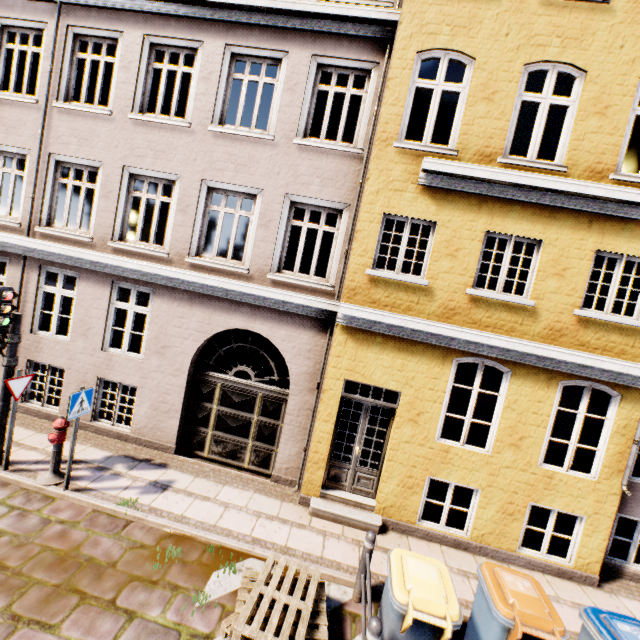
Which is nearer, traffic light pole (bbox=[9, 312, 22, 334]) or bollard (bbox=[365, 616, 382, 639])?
bollard (bbox=[365, 616, 382, 639])

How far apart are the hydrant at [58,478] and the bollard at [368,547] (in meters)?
5.64

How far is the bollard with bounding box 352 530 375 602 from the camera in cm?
494

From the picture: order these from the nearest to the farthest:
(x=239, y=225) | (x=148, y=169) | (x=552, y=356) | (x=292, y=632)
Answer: (x=292, y=632) < (x=552, y=356) < (x=148, y=169) < (x=239, y=225)

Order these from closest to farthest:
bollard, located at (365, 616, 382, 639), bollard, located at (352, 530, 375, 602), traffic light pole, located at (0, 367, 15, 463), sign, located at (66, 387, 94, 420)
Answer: bollard, located at (365, 616, 382, 639), bollard, located at (352, 530, 375, 602), sign, located at (66, 387, 94, 420), traffic light pole, located at (0, 367, 15, 463)

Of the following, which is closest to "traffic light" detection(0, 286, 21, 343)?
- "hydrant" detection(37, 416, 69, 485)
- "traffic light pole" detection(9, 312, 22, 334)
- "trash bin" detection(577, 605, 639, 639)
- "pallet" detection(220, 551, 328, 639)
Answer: "traffic light pole" detection(9, 312, 22, 334)

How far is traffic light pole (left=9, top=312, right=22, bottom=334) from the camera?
6.0 meters

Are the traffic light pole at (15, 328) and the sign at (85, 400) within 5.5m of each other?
yes
